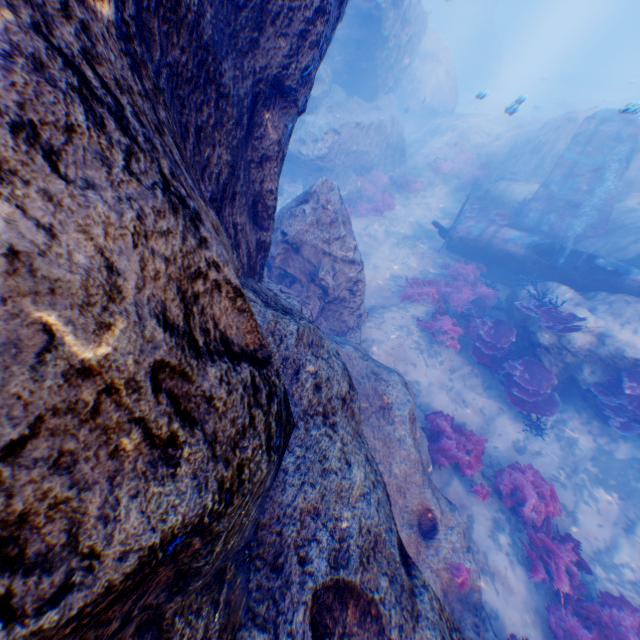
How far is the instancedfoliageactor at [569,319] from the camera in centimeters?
820cm

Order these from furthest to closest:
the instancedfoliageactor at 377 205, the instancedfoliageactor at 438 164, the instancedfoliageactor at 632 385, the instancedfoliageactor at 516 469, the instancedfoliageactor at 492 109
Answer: the instancedfoliageactor at 492 109 < the instancedfoliageactor at 438 164 < the instancedfoliageactor at 377 205 < the instancedfoliageactor at 632 385 < the instancedfoliageactor at 516 469

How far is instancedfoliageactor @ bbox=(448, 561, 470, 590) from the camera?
5.17m

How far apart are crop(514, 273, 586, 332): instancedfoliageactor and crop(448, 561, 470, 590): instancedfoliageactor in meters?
5.8

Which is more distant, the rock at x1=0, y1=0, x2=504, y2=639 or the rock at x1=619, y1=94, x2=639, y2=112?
the rock at x1=619, y1=94, x2=639, y2=112

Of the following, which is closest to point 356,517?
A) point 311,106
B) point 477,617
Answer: point 477,617

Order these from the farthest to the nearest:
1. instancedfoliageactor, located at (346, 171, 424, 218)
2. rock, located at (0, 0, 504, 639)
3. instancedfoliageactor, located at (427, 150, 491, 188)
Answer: instancedfoliageactor, located at (427, 150, 491, 188) → instancedfoliageactor, located at (346, 171, 424, 218) → rock, located at (0, 0, 504, 639)

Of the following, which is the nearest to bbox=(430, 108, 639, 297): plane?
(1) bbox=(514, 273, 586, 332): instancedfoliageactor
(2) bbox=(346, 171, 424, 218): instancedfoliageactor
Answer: (1) bbox=(514, 273, 586, 332): instancedfoliageactor
